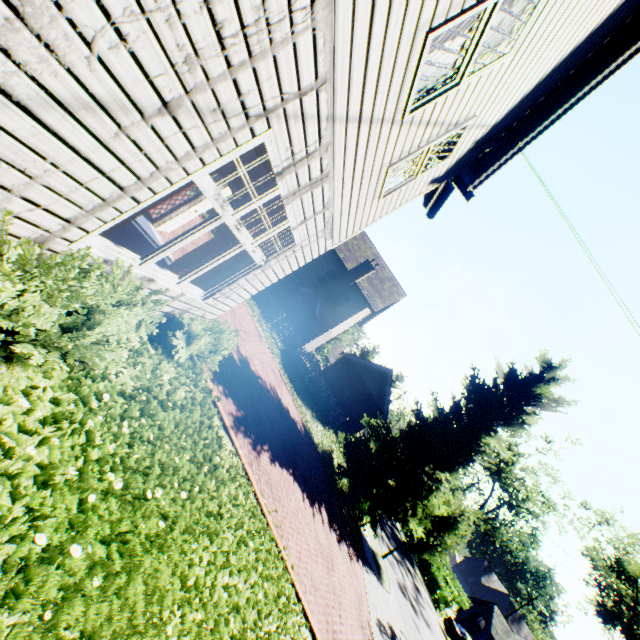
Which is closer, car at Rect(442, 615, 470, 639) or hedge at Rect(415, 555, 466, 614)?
car at Rect(442, 615, 470, 639)

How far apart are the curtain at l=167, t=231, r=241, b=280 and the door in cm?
341

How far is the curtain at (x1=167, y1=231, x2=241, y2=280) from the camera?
5.05m

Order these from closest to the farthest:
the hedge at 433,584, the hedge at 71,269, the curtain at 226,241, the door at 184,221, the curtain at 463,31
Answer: the hedge at 71,269 → the curtain at 463,31 → the curtain at 226,241 → the door at 184,221 → the hedge at 433,584

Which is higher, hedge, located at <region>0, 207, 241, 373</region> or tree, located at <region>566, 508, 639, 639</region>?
tree, located at <region>566, 508, 639, 639</region>

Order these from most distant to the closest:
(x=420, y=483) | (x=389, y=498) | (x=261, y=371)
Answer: (x=389, y=498)
(x=420, y=483)
(x=261, y=371)

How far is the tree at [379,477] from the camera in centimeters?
1616cm

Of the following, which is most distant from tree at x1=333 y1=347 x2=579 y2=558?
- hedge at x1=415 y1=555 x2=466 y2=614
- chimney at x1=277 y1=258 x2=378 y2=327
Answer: chimney at x1=277 y1=258 x2=378 y2=327
